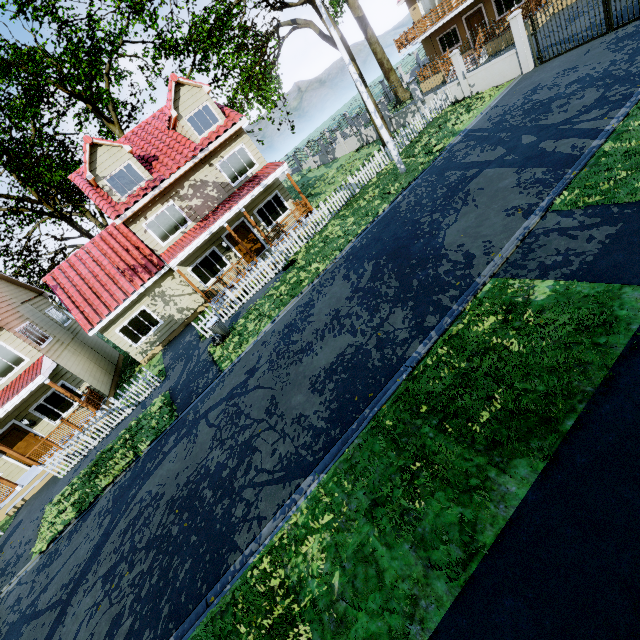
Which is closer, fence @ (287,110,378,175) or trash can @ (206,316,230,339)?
trash can @ (206,316,230,339)

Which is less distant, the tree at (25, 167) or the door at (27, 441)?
the door at (27, 441)

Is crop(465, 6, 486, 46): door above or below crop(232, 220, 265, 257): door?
above

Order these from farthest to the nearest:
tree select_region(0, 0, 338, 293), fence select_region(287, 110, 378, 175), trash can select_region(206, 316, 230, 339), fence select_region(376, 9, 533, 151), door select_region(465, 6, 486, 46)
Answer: fence select_region(287, 110, 378, 175) < door select_region(465, 6, 486, 46) < tree select_region(0, 0, 338, 293) < fence select_region(376, 9, 533, 151) < trash can select_region(206, 316, 230, 339)

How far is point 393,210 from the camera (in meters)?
13.29

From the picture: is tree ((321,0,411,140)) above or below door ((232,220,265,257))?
above

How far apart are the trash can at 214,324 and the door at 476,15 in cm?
2953

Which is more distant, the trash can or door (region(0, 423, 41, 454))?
door (region(0, 423, 41, 454))
